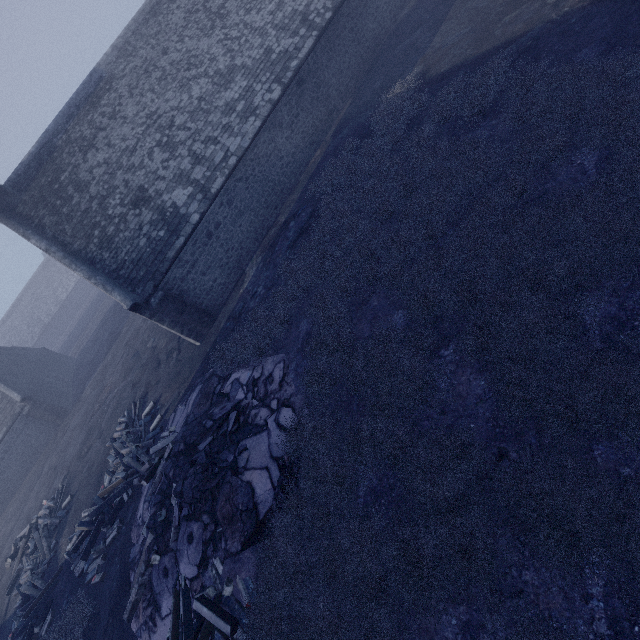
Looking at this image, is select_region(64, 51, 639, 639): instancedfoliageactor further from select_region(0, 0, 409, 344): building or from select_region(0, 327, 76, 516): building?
select_region(0, 327, 76, 516): building

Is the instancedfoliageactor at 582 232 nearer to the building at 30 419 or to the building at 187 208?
the building at 187 208

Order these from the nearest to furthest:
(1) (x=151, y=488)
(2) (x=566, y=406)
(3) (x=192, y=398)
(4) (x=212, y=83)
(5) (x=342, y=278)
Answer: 1. (2) (x=566, y=406)
2. (5) (x=342, y=278)
3. (1) (x=151, y=488)
4. (3) (x=192, y=398)
5. (4) (x=212, y=83)

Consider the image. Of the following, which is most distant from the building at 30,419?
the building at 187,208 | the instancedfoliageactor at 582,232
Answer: the instancedfoliageactor at 582,232

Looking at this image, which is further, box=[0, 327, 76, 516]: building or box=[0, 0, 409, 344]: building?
box=[0, 327, 76, 516]: building

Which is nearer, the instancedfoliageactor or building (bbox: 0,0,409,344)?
the instancedfoliageactor
